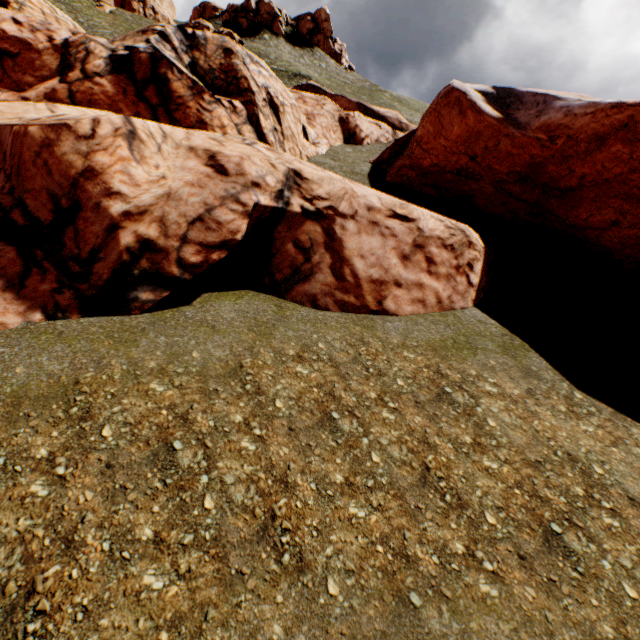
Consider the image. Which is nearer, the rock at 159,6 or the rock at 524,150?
the rock at 524,150

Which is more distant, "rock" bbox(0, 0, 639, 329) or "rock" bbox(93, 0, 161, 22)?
"rock" bbox(93, 0, 161, 22)

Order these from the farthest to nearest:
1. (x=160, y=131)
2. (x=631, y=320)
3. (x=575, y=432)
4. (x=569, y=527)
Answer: (x=631, y=320), (x=160, y=131), (x=575, y=432), (x=569, y=527)

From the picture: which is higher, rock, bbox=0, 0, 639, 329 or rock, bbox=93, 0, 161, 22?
rock, bbox=93, 0, 161, 22

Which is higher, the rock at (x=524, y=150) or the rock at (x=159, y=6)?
the rock at (x=159, y=6)
